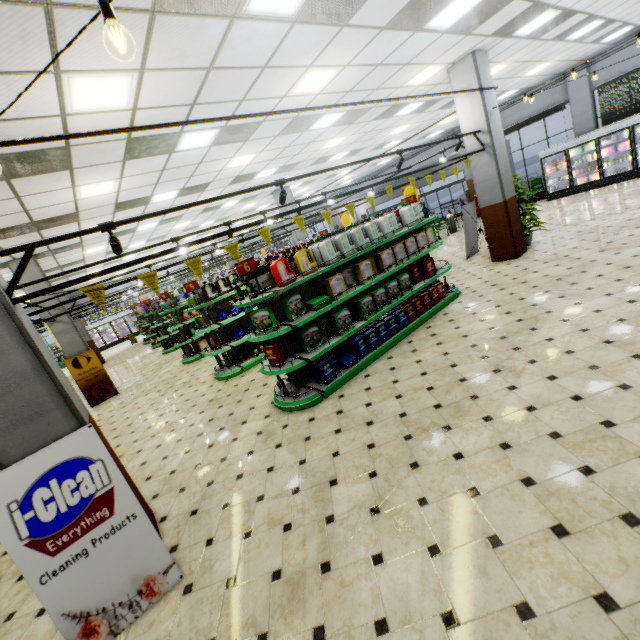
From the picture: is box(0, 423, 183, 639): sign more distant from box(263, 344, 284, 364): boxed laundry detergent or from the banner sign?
box(263, 344, 284, 364): boxed laundry detergent

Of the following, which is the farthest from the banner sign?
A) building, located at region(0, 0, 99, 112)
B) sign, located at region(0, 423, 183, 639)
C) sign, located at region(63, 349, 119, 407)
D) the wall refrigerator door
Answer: the wall refrigerator door

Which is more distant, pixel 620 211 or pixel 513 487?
pixel 620 211

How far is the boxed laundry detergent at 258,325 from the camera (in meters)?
4.93

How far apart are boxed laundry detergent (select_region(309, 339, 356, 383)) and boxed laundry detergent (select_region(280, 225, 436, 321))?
0.84m

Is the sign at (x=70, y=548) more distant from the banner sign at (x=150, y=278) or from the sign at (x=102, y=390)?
the sign at (x=102, y=390)

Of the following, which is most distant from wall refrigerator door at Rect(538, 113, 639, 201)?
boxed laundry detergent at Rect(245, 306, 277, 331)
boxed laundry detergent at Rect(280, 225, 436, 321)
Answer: boxed laundry detergent at Rect(245, 306, 277, 331)

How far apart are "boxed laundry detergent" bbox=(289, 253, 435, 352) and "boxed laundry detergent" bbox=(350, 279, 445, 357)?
0.25m
